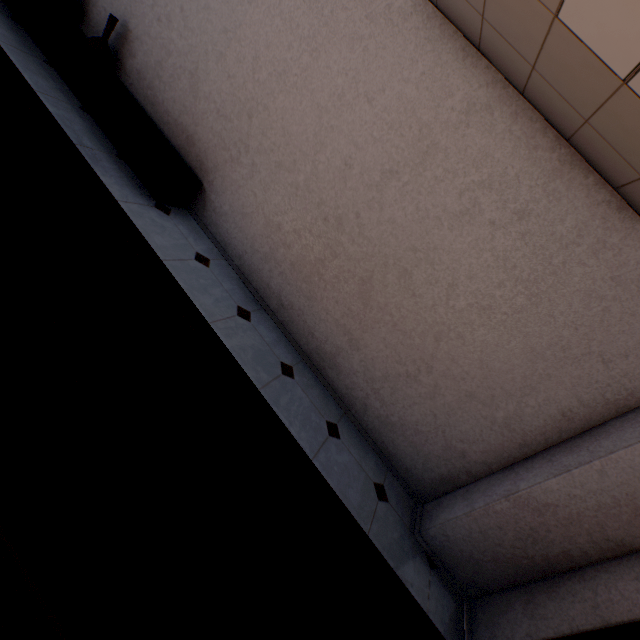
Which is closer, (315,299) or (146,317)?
(146,317)

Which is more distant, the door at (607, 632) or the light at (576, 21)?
the door at (607, 632)

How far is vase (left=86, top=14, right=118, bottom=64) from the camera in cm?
361

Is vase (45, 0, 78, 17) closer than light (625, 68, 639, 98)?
No

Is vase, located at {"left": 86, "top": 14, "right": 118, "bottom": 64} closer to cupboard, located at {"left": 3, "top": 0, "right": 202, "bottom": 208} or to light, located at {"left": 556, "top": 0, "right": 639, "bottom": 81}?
cupboard, located at {"left": 3, "top": 0, "right": 202, "bottom": 208}

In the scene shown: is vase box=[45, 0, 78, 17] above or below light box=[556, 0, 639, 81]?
below

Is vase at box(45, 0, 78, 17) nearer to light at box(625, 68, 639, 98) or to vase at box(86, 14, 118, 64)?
vase at box(86, 14, 118, 64)

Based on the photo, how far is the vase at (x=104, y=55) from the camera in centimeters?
Result: 361cm
